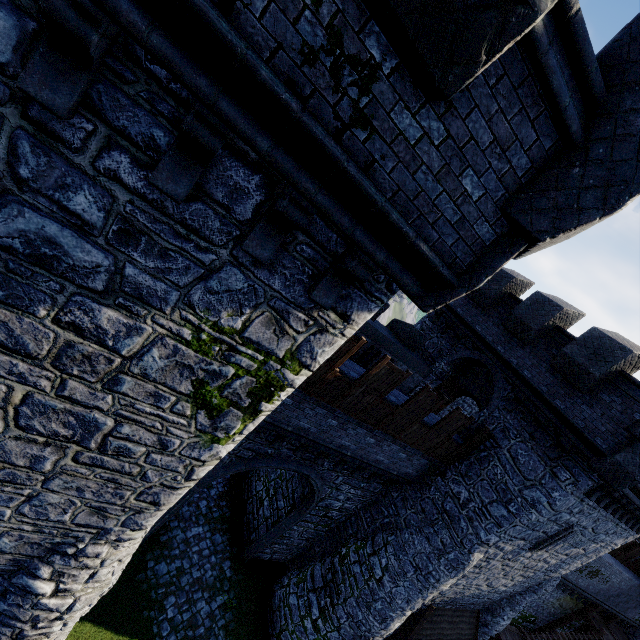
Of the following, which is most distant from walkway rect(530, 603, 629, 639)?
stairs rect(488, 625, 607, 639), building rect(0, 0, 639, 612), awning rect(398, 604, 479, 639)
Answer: awning rect(398, 604, 479, 639)

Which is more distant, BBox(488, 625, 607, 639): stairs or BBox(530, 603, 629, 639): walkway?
BBox(530, 603, 629, 639): walkway

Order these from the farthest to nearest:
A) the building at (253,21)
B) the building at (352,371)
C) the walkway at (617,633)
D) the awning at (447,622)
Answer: the walkway at (617,633)
the awning at (447,622)
the building at (352,371)
the building at (253,21)

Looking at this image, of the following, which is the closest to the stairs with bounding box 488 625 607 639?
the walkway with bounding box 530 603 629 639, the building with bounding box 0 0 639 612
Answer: the walkway with bounding box 530 603 629 639

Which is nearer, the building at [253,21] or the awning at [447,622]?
the building at [253,21]

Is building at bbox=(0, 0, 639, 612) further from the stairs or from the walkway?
the walkway

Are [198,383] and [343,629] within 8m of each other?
no

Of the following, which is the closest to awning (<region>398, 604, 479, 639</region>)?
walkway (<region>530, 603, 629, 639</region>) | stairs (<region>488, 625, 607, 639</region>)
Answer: stairs (<region>488, 625, 607, 639</region>)
